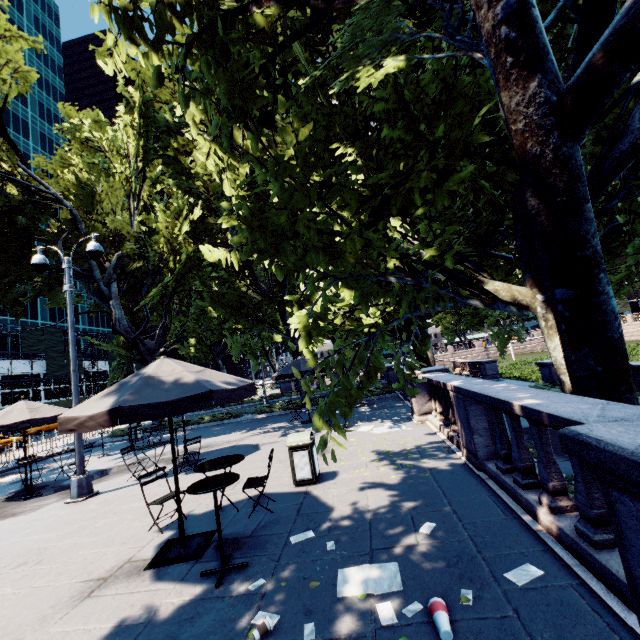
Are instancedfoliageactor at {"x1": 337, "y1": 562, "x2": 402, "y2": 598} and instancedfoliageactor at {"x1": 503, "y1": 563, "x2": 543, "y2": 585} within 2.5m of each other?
yes

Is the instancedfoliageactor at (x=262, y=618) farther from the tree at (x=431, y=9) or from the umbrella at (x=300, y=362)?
the umbrella at (x=300, y=362)

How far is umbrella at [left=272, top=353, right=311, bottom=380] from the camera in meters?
13.9 m

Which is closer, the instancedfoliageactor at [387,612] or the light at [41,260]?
the instancedfoliageactor at [387,612]

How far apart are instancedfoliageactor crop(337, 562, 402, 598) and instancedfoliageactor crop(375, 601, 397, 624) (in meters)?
0.17

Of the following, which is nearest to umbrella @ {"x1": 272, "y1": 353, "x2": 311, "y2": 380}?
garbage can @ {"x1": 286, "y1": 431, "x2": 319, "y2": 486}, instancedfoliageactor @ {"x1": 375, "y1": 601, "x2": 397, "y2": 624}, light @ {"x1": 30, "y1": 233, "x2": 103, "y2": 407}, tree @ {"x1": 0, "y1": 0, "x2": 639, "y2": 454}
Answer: tree @ {"x1": 0, "y1": 0, "x2": 639, "y2": 454}

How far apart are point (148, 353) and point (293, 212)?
20.3 meters

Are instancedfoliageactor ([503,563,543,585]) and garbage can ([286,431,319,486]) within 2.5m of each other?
no
